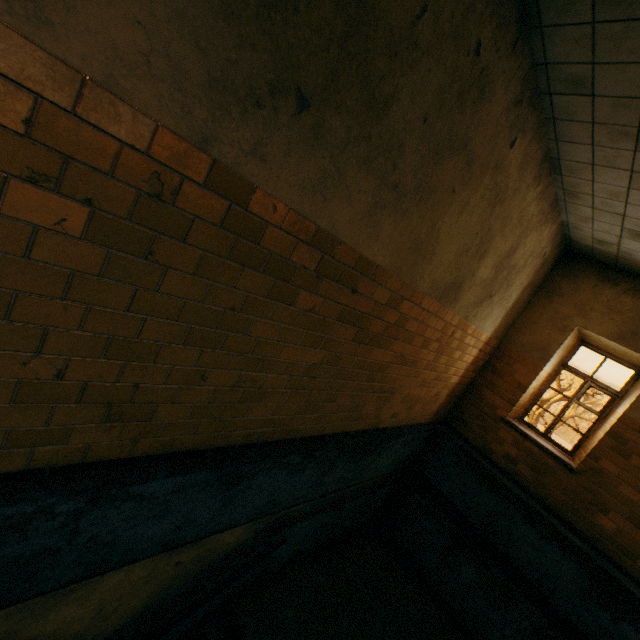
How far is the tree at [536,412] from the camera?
12.4m

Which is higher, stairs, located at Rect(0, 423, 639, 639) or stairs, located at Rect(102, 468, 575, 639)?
stairs, located at Rect(0, 423, 639, 639)

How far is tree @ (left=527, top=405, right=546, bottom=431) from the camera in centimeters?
1236cm

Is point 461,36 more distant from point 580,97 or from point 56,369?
point 56,369

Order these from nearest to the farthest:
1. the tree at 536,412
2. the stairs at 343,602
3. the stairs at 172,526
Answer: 1. the stairs at 172,526
2. the stairs at 343,602
3. the tree at 536,412

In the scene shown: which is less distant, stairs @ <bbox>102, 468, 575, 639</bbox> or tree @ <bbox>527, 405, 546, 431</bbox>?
stairs @ <bbox>102, 468, 575, 639</bbox>

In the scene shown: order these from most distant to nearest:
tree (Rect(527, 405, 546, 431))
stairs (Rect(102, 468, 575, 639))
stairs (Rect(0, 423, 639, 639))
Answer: tree (Rect(527, 405, 546, 431)) < stairs (Rect(102, 468, 575, 639)) < stairs (Rect(0, 423, 639, 639))
